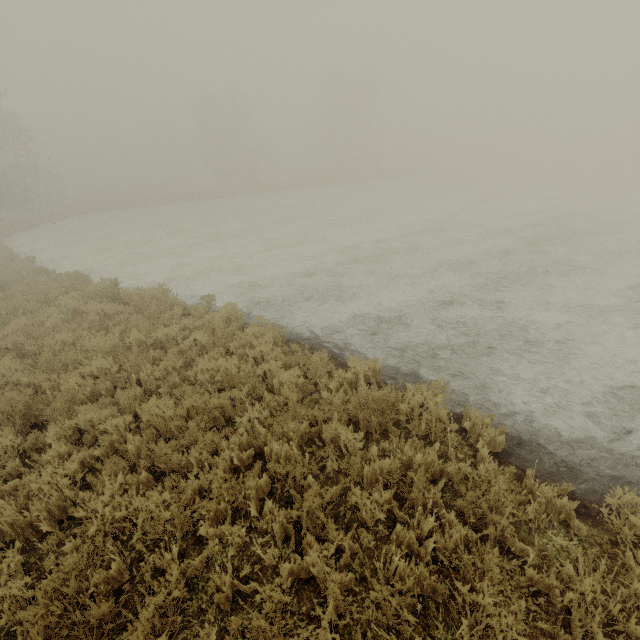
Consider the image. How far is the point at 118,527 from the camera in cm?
365
